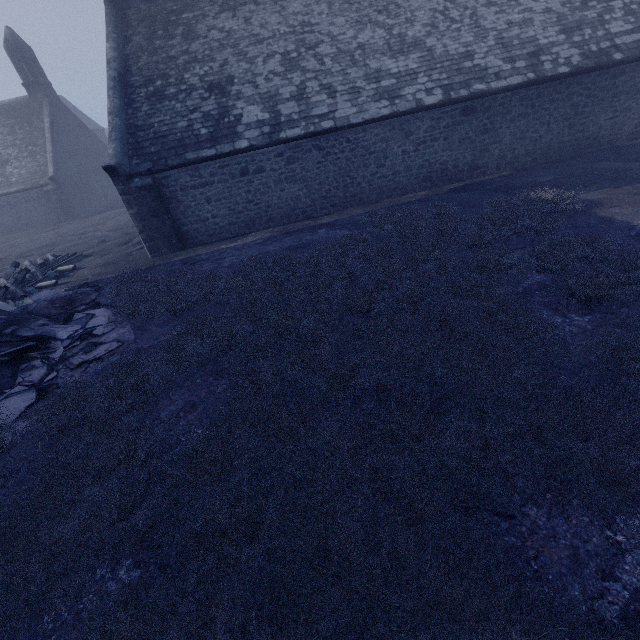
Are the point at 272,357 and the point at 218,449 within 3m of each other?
yes
